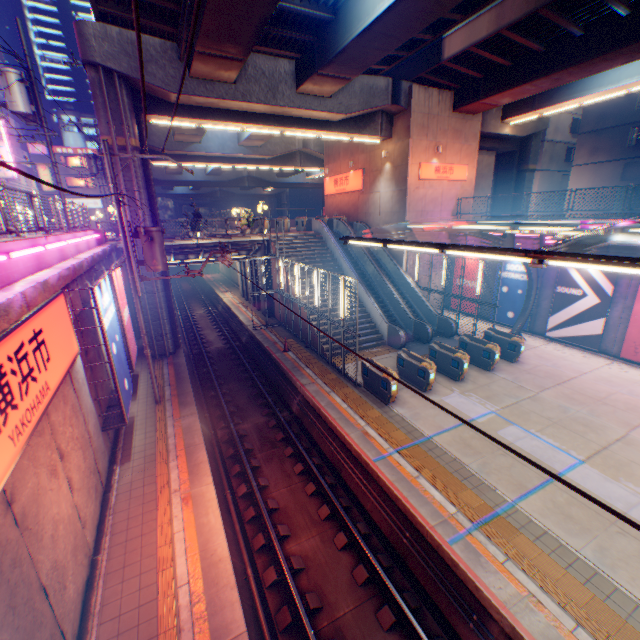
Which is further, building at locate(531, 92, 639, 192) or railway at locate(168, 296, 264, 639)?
building at locate(531, 92, 639, 192)

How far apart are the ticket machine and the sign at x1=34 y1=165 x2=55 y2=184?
50.24m

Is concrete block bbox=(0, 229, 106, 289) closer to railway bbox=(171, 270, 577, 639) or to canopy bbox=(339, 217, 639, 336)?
railway bbox=(171, 270, 577, 639)

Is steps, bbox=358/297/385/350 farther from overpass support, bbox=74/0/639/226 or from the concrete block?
the concrete block

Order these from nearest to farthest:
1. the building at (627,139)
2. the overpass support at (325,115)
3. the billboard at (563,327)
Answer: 1. the overpass support at (325,115)
2. the billboard at (563,327)
3. the building at (627,139)

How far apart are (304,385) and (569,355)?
14.2m

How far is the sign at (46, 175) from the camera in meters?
41.3

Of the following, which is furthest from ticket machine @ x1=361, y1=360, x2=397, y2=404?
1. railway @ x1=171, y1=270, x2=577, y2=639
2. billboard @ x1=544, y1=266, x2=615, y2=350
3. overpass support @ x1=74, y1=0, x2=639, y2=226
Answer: billboard @ x1=544, y1=266, x2=615, y2=350
